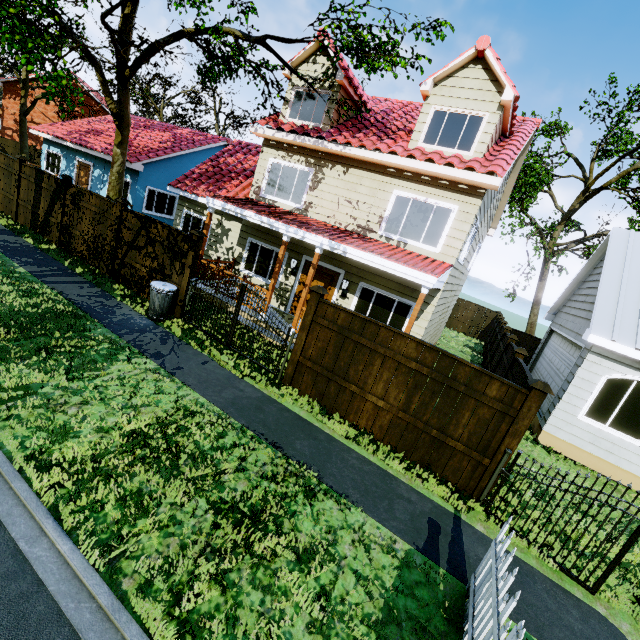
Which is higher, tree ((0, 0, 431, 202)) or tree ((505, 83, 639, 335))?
tree ((505, 83, 639, 335))

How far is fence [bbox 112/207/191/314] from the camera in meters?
8.9

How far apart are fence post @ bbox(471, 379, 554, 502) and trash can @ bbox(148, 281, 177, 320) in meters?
8.2 m

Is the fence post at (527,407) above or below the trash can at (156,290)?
above

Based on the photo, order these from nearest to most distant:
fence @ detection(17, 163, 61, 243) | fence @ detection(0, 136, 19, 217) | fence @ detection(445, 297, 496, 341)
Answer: fence @ detection(17, 163, 61, 243) → fence @ detection(0, 136, 19, 217) → fence @ detection(445, 297, 496, 341)

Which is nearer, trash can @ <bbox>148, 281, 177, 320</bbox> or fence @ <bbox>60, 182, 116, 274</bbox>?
trash can @ <bbox>148, 281, 177, 320</bbox>

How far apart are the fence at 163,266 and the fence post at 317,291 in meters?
3.8 m

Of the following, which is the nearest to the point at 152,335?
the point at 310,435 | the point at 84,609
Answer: the point at 310,435
